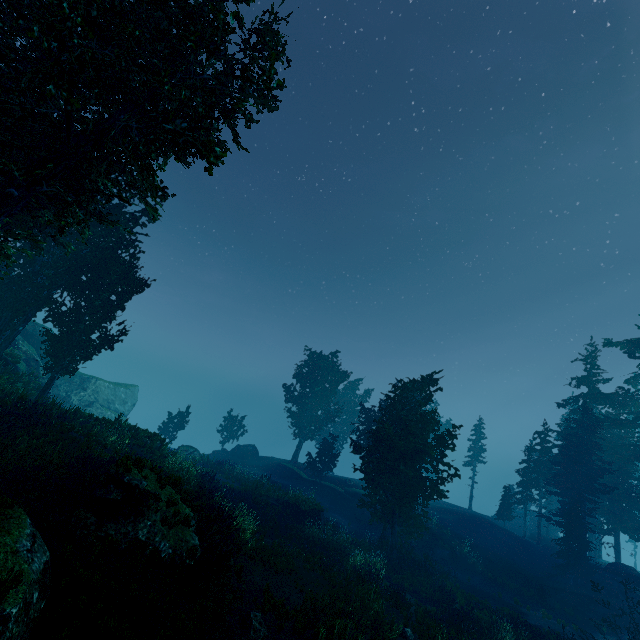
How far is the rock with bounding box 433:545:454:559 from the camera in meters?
26.0 m

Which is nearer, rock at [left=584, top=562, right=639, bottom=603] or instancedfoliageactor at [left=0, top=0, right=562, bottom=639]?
instancedfoliageactor at [left=0, top=0, right=562, bottom=639]

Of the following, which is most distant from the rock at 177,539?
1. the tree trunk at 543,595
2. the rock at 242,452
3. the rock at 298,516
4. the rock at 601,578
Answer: the rock at 601,578

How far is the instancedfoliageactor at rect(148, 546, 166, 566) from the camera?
9.5m

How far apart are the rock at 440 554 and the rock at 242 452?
23.11m

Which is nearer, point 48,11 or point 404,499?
point 48,11

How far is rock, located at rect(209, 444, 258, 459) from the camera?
41.2 meters

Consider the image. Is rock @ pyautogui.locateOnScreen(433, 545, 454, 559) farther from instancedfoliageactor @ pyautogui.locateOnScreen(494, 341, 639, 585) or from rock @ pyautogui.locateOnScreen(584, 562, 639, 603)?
rock @ pyautogui.locateOnScreen(584, 562, 639, 603)
